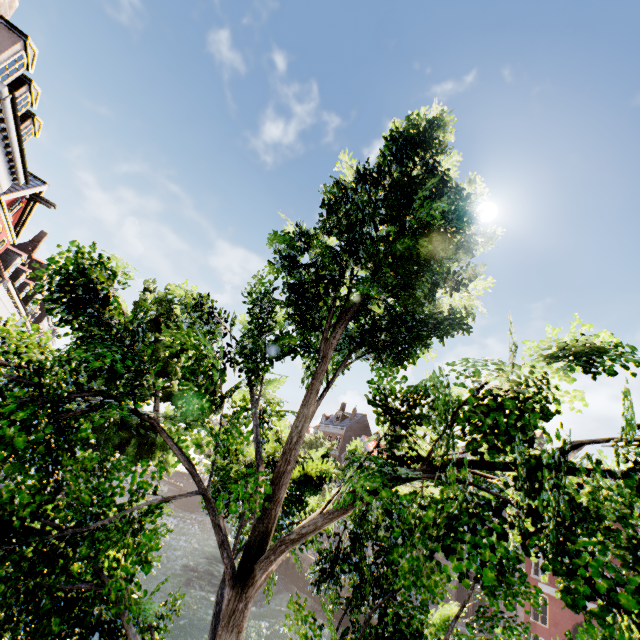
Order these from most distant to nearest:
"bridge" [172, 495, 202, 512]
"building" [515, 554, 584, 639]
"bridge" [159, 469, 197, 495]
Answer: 1. "bridge" [159, 469, 197, 495]
2. "bridge" [172, 495, 202, 512]
3. "building" [515, 554, 584, 639]

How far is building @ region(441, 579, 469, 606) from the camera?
27.0m

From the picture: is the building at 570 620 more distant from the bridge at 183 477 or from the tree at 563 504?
the bridge at 183 477

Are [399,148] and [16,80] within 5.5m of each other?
no

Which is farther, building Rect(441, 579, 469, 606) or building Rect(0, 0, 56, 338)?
building Rect(441, 579, 469, 606)

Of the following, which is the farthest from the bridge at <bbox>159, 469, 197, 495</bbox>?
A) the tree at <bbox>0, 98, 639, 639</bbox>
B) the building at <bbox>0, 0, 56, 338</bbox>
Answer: the building at <bbox>0, 0, 56, 338</bbox>
